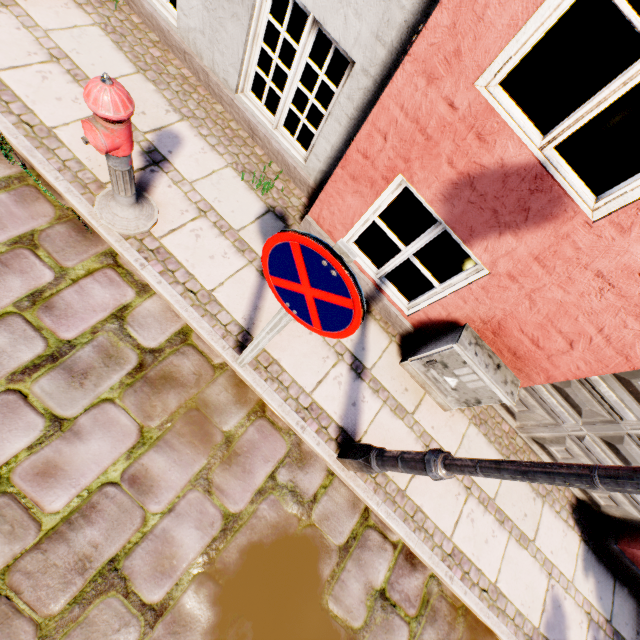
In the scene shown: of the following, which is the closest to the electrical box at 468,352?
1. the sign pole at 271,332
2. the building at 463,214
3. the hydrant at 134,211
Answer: the building at 463,214

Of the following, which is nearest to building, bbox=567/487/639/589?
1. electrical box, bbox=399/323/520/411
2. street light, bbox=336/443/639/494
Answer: electrical box, bbox=399/323/520/411

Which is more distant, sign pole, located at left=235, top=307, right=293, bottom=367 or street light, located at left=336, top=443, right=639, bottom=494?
sign pole, located at left=235, top=307, right=293, bottom=367

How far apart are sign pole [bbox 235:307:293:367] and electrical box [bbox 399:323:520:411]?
1.73m

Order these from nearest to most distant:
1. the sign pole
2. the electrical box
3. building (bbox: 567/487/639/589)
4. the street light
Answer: the street light < the sign pole < the electrical box < building (bbox: 567/487/639/589)

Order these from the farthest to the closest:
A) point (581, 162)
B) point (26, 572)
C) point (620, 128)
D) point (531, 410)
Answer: point (581, 162) → point (620, 128) → point (531, 410) → point (26, 572)

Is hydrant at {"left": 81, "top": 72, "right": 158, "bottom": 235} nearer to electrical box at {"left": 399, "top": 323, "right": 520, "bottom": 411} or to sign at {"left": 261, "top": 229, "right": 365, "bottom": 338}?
sign at {"left": 261, "top": 229, "right": 365, "bottom": 338}

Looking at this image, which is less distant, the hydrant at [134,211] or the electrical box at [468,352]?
the hydrant at [134,211]
